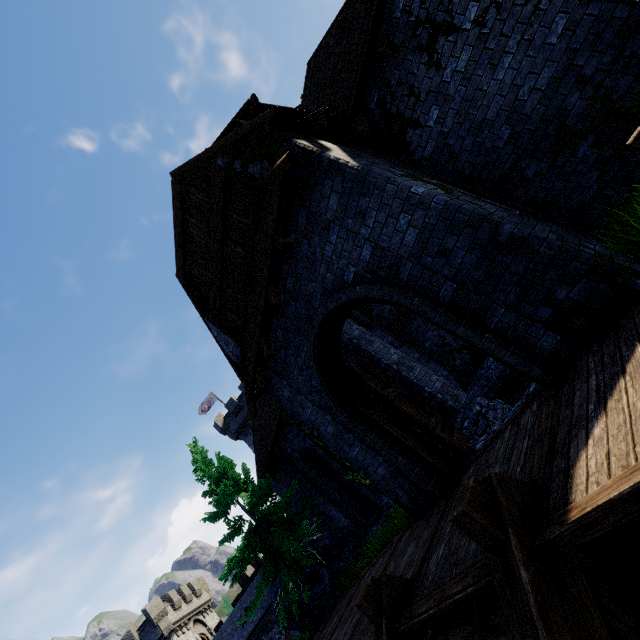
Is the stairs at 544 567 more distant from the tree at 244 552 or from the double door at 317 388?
the tree at 244 552

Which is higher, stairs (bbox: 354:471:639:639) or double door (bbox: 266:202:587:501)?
double door (bbox: 266:202:587:501)

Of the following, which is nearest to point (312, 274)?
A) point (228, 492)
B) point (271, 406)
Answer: point (271, 406)

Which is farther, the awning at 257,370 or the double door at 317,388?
the awning at 257,370

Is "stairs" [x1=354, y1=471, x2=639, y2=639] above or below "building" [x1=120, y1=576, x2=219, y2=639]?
below

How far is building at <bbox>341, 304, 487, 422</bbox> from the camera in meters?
9.4 m

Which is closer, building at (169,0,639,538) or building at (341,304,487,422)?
building at (169,0,639,538)

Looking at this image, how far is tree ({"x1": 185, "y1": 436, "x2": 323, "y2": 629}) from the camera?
12.33m
